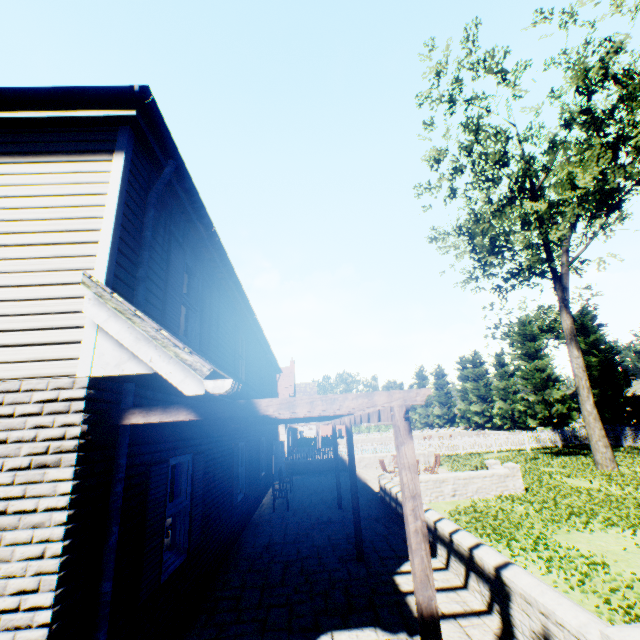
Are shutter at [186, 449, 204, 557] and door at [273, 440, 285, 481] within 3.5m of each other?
no

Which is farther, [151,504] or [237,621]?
[237,621]

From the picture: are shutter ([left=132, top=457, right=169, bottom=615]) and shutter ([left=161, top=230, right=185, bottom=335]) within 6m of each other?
yes

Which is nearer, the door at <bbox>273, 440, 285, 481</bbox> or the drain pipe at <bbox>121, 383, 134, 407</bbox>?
the drain pipe at <bbox>121, 383, 134, 407</bbox>

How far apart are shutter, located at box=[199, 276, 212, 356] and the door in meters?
13.5 m

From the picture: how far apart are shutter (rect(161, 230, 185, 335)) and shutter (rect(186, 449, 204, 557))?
2.1m

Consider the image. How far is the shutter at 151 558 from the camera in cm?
384

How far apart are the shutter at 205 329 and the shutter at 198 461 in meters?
1.9
